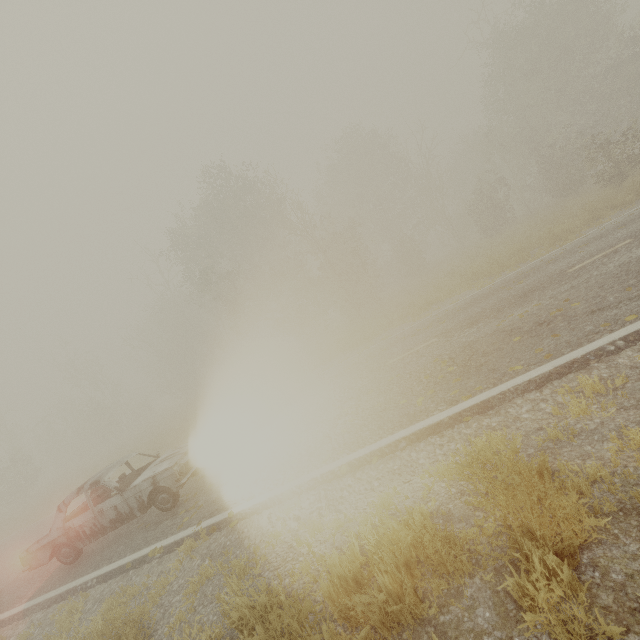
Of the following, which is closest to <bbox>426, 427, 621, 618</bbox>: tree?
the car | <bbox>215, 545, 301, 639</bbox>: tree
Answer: <bbox>215, 545, 301, 639</bbox>: tree

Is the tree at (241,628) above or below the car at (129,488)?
below

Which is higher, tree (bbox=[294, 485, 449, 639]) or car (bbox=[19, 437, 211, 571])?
car (bbox=[19, 437, 211, 571])

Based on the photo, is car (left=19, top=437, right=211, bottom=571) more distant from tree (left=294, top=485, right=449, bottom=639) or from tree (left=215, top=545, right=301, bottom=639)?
tree (left=294, top=485, right=449, bottom=639)

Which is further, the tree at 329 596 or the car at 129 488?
the car at 129 488

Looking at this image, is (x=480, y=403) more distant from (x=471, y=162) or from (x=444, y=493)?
(x=471, y=162)
